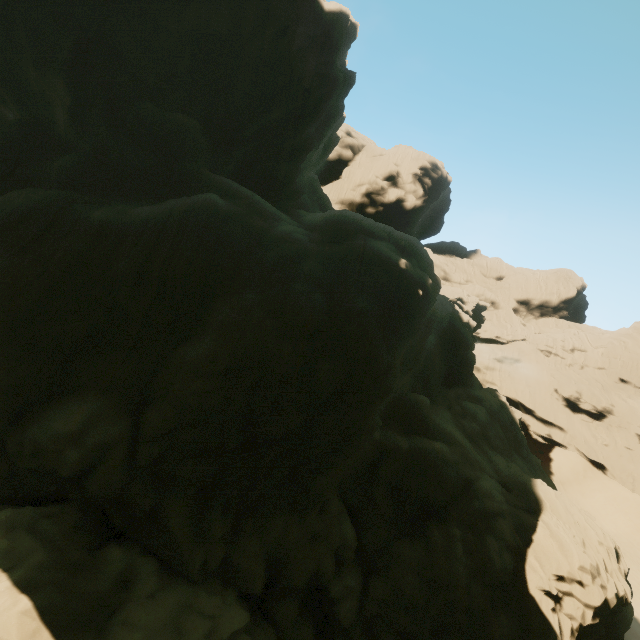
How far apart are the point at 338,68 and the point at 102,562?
39.9 meters
